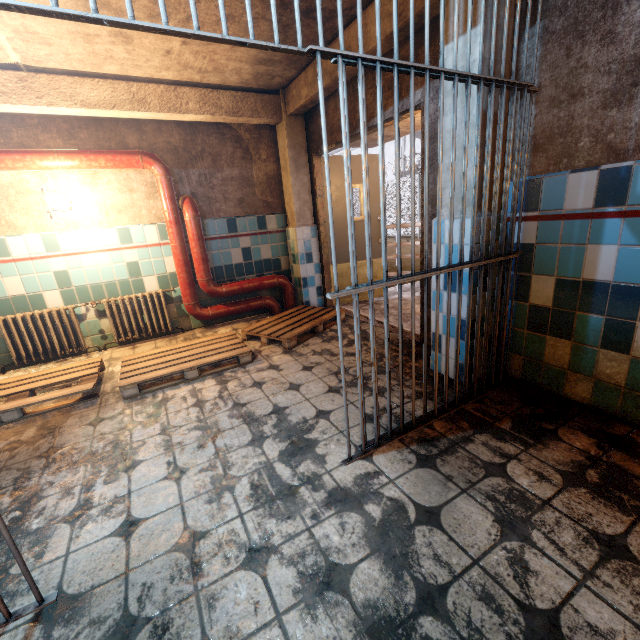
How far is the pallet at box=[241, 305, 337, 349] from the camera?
3.65m

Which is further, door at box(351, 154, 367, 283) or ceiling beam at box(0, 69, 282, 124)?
door at box(351, 154, 367, 283)

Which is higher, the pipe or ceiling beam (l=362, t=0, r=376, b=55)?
ceiling beam (l=362, t=0, r=376, b=55)

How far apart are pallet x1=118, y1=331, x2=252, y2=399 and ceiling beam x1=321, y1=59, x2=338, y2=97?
2.6m

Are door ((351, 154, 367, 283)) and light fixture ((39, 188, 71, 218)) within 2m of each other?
no

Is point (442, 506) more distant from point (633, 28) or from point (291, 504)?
point (633, 28)

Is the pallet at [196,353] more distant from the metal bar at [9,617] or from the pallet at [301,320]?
the metal bar at [9,617]

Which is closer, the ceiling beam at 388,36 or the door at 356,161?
the ceiling beam at 388,36
